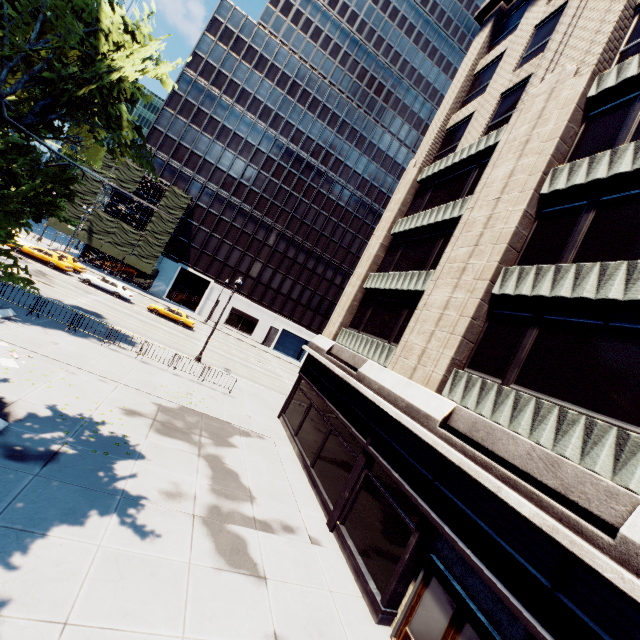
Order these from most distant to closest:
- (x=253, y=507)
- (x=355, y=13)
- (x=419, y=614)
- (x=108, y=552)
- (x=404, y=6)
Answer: (x=404, y=6) < (x=355, y=13) < (x=253, y=507) < (x=419, y=614) < (x=108, y=552)

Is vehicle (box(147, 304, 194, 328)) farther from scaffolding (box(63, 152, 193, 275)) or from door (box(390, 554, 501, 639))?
door (box(390, 554, 501, 639))

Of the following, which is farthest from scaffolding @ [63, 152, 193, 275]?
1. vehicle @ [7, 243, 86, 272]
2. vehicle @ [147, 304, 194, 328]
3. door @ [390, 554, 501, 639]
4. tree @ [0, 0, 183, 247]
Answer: door @ [390, 554, 501, 639]

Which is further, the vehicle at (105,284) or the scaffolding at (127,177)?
the scaffolding at (127,177)

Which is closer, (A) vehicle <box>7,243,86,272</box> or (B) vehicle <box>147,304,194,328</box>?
(A) vehicle <box>7,243,86,272</box>

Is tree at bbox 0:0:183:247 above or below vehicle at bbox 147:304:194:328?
above

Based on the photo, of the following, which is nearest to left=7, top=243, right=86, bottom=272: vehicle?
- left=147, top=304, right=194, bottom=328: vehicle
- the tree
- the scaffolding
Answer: left=147, top=304, right=194, bottom=328: vehicle

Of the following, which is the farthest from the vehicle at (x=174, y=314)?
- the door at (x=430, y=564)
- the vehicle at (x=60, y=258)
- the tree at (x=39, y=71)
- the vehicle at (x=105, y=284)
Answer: the door at (x=430, y=564)
